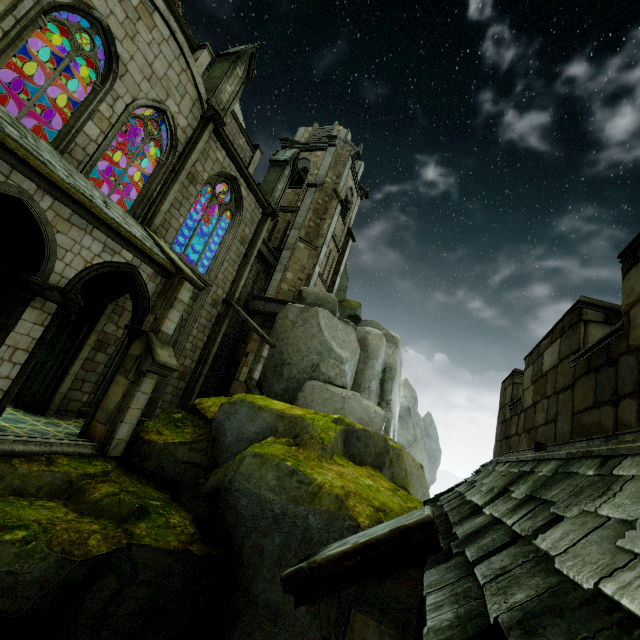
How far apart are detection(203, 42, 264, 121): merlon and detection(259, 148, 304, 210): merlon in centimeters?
463cm

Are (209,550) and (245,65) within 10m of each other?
no

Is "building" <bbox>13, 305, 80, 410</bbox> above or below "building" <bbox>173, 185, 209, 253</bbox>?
below

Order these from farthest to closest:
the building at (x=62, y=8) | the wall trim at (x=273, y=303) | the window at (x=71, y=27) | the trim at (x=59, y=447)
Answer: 1. the wall trim at (x=273, y=303)
2. the window at (x=71, y=27)
3. the building at (x=62, y=8)
4. the trim at (x=59, y=447)

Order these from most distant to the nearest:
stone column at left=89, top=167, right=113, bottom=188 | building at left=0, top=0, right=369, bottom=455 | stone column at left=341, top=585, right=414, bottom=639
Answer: stone column at left=89, top=167, right=113, bottom=188 < building at left=0, top=0, right=369, bottom=455 < stone column at left=341, top=585, right=414, bottom=639

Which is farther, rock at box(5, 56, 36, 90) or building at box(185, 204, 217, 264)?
rock at box(5, 56, 36, 90)

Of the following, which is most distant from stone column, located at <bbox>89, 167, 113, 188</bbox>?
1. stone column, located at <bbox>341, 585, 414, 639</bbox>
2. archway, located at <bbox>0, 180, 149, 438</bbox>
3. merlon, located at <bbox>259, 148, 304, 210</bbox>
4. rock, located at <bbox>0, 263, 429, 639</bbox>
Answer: stone column, located at <bbox>341, 585, 414, 639</bbox>

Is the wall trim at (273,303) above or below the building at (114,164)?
below
